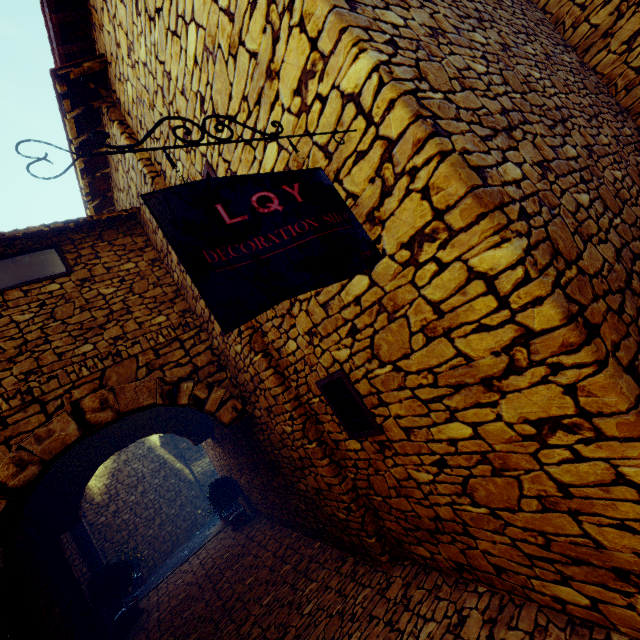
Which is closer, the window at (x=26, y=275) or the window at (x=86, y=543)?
the window at (x=26, y=275)

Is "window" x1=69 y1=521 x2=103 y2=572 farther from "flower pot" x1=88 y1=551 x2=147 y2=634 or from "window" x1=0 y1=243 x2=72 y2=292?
"window" x1=0 y1=243 x2=72 y2=292

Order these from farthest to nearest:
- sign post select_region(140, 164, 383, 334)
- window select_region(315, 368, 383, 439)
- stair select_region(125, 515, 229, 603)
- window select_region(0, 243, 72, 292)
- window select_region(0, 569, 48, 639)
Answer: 1. stair select_region(125, 515, 229, 603)
2. window select_region(0, 243, 72, 292)
3. window select_region(0, 569, 48, 639)
4. window select_region(315, 368, 383, 439)
5. sign post select_region(140, 164, 383, 334)

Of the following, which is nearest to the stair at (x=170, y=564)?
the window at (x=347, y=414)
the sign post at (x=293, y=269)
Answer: the window at (x=347, y=414)

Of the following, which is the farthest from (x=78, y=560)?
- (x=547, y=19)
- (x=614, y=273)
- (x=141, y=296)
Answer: (x=547, y=19)

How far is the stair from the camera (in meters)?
8.08

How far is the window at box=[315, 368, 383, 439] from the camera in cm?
296

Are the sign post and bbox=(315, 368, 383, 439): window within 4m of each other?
yes
